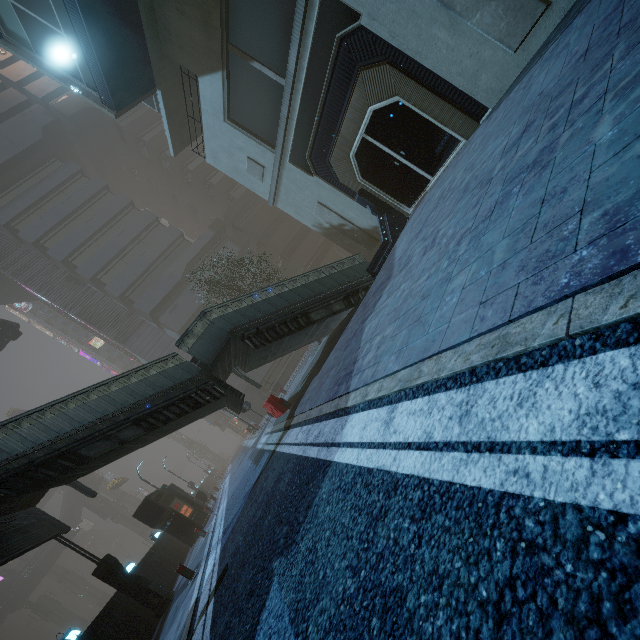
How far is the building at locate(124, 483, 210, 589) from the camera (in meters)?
15.16

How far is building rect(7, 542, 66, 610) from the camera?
49.38m

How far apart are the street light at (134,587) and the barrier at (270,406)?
A: 7.5m

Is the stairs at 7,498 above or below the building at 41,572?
below

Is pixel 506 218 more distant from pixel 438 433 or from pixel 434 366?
pixel 438 433

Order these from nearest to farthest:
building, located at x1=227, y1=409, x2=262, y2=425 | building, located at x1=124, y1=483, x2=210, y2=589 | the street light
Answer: the street light, building, located at x1=124, y1=483, x2=210, y2=589, building, located at x1=227, y1=409, x2=262, y2=425

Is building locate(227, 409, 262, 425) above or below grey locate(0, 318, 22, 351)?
below

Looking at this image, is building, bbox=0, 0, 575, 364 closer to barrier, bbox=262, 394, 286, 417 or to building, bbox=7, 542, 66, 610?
barrier, bbox=262, 394, 286, 417
